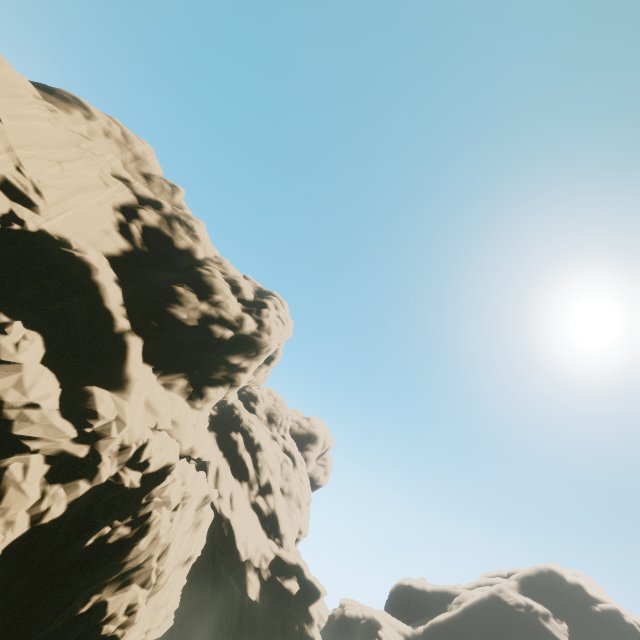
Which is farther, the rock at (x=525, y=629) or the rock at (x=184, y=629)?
the rock at (x=525, y=629)

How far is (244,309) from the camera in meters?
31.7 m

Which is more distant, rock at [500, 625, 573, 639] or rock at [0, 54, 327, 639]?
rock at [500, 625, 573, 639]
